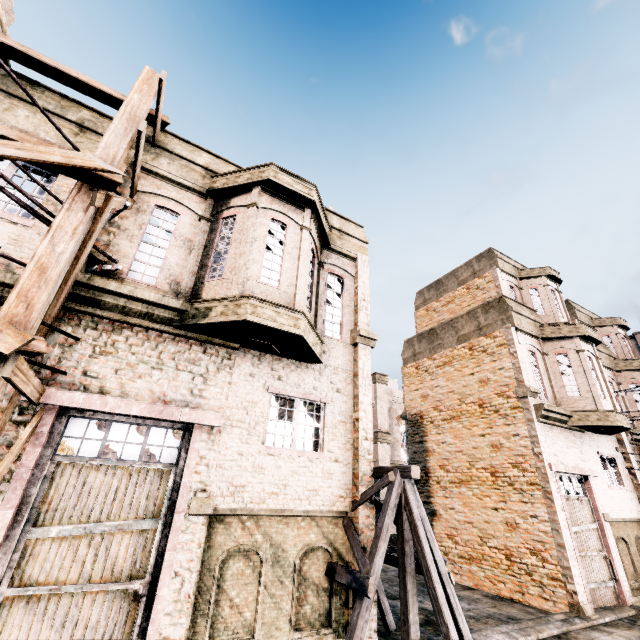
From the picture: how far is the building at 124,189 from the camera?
8.1m

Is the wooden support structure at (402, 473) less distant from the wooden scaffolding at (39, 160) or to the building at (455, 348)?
the building at (455, 348)

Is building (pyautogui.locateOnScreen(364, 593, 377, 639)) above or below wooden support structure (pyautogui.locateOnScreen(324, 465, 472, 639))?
below

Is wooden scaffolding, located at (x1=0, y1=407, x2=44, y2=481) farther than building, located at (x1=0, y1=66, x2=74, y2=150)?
No

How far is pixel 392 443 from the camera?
30.3m

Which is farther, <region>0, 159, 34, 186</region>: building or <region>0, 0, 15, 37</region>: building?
<region>0, 0, 15, 37</region>: building

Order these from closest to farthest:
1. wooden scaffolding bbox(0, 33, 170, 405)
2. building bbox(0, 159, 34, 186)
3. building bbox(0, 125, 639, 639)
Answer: wooden scaffolding bbox(0, 33, 170, 405) < building bbox(0, 125, 639, 639) < building bbox(0, 159, 34, 186)
